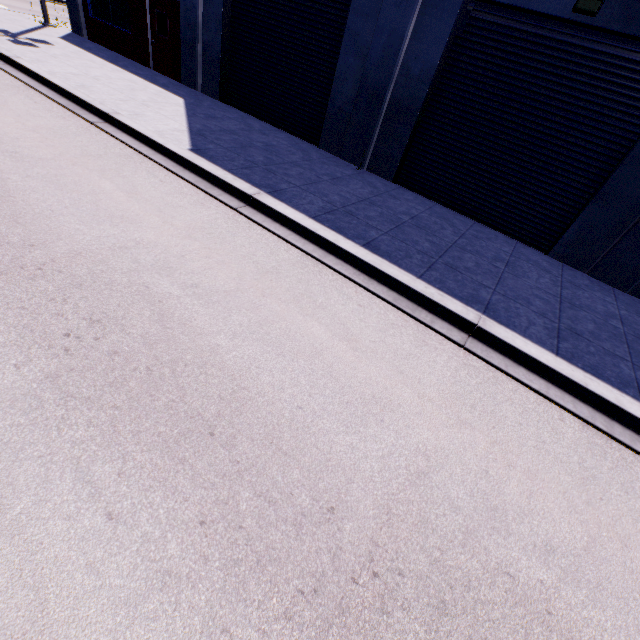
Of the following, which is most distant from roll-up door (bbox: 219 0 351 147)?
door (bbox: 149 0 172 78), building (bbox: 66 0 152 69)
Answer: door (bbox: 149 0 172 78)

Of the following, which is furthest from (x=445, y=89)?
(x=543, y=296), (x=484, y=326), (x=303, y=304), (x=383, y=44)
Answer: (x=303, y=304)

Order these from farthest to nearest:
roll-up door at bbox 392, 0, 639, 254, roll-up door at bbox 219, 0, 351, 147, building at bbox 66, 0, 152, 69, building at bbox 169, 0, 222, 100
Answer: building at bbox 66, 0, 152, 69, building at bbox 169, 0, 222, 100, roll-up door at bbox 219, 0, 351, 147, roll-up door at bbox 392, 0, 639, 254

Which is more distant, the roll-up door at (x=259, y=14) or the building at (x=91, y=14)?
the building at (x=91, y=14)

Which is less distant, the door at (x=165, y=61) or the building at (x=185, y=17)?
the building at (x=185, y=17)

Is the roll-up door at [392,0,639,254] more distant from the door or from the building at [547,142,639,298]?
the door

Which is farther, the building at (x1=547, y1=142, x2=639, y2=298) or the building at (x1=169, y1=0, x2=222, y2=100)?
the building at (x1=169, y1=0, x2=222, y2=100)

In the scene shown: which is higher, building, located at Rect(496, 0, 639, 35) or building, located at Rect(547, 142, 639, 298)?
building, located at Rect(496, 0, 639, 35)
